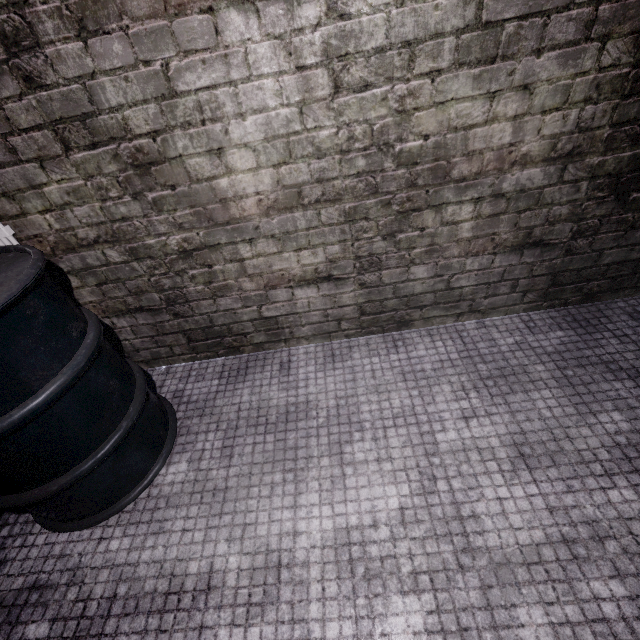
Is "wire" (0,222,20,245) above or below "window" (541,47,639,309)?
above

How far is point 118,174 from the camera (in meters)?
1.33

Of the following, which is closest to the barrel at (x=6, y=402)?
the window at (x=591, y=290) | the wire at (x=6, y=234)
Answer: the wire at (x=6, y=234)

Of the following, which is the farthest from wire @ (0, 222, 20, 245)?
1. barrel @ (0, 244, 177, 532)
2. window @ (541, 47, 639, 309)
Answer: window @ (541, 47, 639, 309)

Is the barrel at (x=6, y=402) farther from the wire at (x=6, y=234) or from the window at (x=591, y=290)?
the window at (x=591, y=290)

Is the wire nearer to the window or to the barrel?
the barrel
